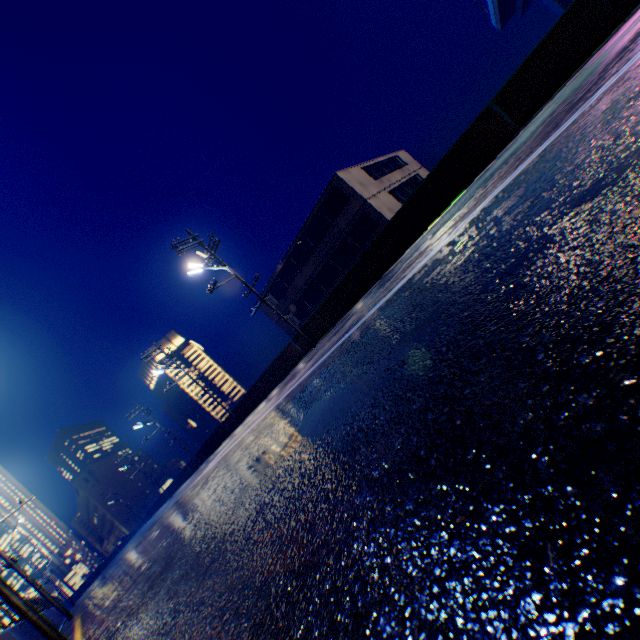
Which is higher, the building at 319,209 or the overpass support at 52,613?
the building at 319,209

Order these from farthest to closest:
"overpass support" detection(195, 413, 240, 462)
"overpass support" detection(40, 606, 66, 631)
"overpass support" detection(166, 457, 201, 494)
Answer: "overpass support" detection(166, 457, 201, 494) → "overpass support" detection(195, 413, 240, 462) → "overpass support" detection(40, 606, 66, 631)

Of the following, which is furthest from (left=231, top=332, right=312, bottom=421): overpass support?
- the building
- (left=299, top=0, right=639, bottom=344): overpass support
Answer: the building

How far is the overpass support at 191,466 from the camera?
36.1m

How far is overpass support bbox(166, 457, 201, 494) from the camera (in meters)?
36.06

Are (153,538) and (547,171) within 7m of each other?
no

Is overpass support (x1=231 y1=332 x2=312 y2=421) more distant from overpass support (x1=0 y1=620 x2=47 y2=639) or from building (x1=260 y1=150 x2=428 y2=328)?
building (x1=260 y1=150 x2=428 y2=328)
